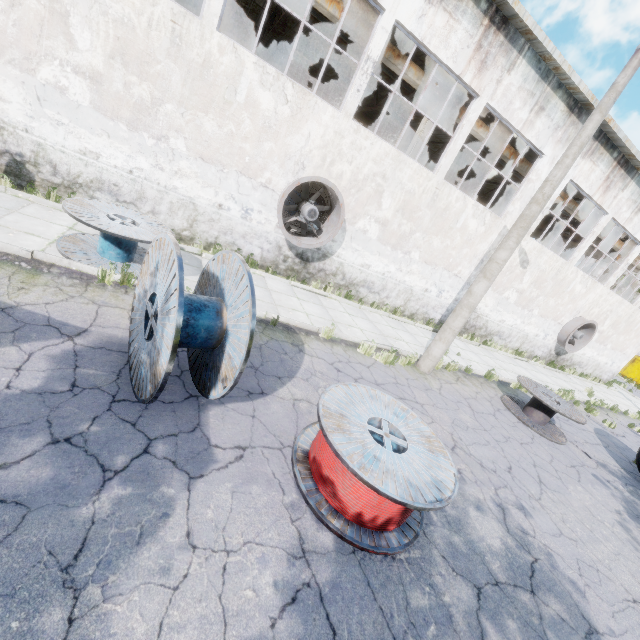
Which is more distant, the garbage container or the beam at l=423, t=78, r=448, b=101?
the garbage container

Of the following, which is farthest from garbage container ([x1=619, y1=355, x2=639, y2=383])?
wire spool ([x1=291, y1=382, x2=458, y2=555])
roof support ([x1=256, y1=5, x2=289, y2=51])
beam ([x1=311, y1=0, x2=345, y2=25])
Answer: wire spool ([x1=291, y1=382, x2=458, y2=555])

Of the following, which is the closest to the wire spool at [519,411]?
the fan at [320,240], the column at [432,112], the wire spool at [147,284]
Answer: the fan at [320,240]

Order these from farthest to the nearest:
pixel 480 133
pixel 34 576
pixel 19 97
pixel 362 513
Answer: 1. pixel 480 133
2. pixel 19 97
3. pixel 362 513
4. pixel 34 576

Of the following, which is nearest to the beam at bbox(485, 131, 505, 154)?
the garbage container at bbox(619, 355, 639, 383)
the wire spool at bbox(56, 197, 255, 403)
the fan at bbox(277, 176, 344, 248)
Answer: the fan at bbox(277, 176, 344, 248)

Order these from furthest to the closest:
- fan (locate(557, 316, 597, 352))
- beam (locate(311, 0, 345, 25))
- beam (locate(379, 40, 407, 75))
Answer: fan (locate(557, 316, 597, 352))
beam (locate(379, 40, 407, 75))
beam (locate(311, 0, 345, 25))

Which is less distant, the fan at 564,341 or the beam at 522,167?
the beam at 522,167

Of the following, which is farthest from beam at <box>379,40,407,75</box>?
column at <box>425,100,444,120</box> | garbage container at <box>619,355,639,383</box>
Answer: garbage container at <box>619,355,639,383</box>
